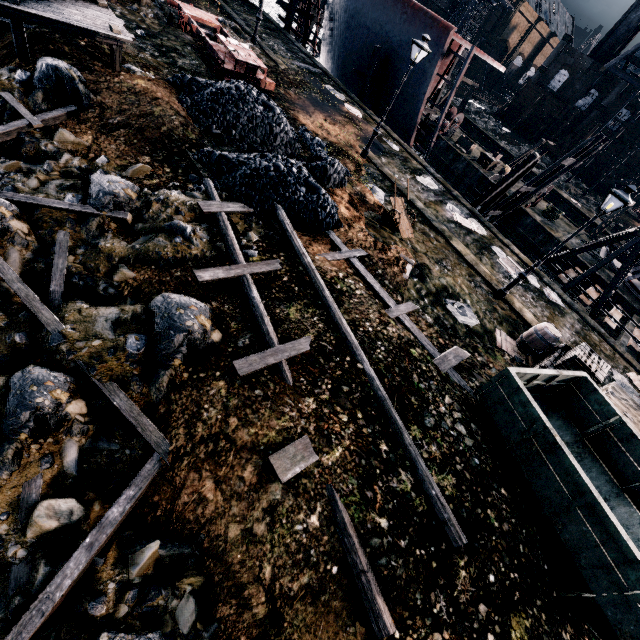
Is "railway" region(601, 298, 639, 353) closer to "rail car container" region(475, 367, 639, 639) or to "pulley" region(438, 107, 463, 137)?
"rail car container" region(475, 367, 639, 639)

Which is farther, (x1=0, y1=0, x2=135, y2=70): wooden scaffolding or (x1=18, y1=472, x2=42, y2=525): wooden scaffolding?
(x1=0, y1=0, x2=135, y2=70): wooden scaffolding

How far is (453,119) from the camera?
33.62m

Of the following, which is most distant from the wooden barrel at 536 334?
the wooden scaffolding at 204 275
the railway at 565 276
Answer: the railway at 565 276

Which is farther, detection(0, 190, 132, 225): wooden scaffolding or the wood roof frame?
the wood roof frame

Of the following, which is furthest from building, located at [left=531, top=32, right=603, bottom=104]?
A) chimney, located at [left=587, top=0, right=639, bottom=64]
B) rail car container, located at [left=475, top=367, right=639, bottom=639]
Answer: rail car container, located at [left=475, top=367, right=639, bottom=639]

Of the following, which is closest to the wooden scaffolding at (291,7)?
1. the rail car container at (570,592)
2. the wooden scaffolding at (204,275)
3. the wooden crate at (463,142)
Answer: the wooden crate at (463,142)

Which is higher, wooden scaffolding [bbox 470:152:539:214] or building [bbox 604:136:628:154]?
building [bbox 604:136:628:154]
